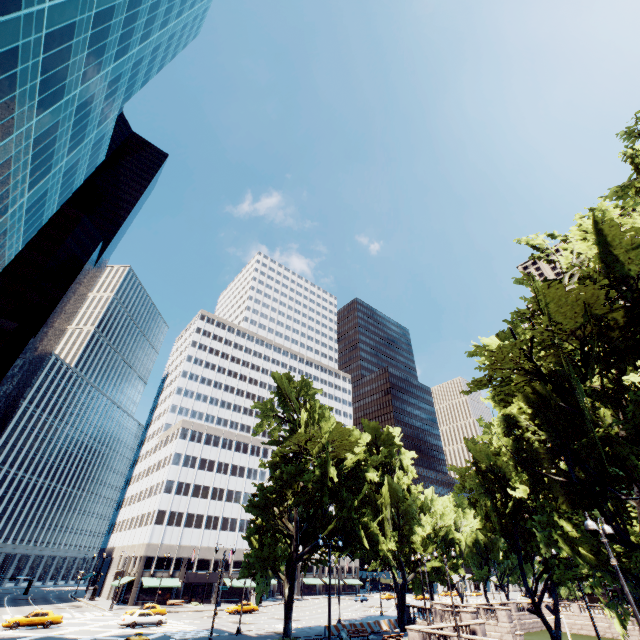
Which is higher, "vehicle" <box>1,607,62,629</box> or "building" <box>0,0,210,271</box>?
"building" <box>0,0,210,271</box>

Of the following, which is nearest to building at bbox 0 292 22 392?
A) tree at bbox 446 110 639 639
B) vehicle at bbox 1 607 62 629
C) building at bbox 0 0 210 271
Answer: vehicle at bbox 1 607 62 629

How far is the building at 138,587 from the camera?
56.4 meters

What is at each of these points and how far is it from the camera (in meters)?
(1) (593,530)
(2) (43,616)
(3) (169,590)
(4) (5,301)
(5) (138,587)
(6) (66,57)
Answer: (1) light, 12.15
(2) vehicle, 35.19
(3) building, 59.94
(4) building, 59.81
(5) building, 57.16
(6) building, 23.41

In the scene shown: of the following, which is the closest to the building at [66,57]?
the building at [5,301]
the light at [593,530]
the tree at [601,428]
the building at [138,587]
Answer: the tree at [601,428]

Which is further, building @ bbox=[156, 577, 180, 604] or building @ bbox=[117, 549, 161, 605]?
building @ bbox=[156, 577, 180, 604]

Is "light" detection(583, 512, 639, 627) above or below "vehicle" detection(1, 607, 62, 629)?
above

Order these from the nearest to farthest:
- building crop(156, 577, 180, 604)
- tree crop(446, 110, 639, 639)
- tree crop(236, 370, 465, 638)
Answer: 1. tree crop(446, 110, 639, 639)
2. tree crop(236, 370, 465, 638)
3. building crop(156, 577, 180, 604)
